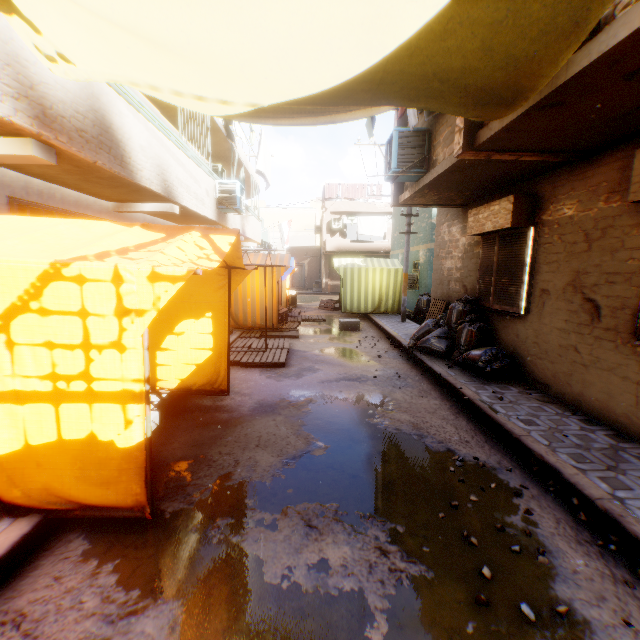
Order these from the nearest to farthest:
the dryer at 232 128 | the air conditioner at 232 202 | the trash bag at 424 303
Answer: the air conditioner at 232 202, the dryer at 232 128, the trash bag at 424 303

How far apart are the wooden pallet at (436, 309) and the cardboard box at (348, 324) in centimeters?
180cm

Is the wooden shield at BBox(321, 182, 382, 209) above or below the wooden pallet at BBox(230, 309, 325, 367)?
above

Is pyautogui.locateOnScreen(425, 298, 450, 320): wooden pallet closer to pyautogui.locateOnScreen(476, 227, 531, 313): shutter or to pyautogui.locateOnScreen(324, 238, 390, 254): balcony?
pyautogui.locateOnScreen(476, 227, 531, 313): shutter

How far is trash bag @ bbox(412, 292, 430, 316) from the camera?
13.8 meters

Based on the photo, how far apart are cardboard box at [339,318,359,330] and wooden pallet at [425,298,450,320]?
1.8m

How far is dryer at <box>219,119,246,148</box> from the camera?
10.2 meters

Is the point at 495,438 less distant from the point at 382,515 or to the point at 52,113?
the point at 382,515
